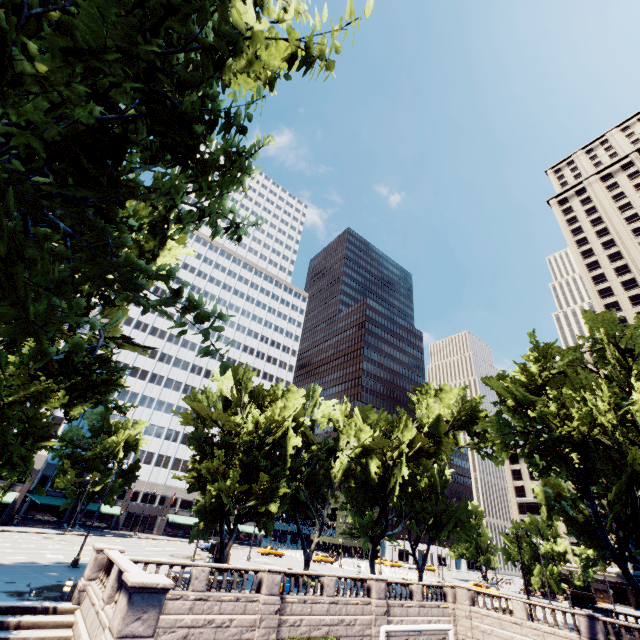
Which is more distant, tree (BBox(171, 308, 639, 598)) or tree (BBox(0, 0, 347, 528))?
tree (BBox(171, 308, 639, 598))

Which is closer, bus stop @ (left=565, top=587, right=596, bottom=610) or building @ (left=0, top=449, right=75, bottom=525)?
building @ (left=0, top=449, right=75, bottom=525)

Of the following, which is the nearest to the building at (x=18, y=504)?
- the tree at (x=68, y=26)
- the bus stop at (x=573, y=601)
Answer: the tree at (x=68, y=26)

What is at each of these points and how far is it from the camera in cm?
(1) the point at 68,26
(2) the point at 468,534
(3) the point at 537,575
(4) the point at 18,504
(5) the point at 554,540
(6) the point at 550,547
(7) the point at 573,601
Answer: (1) tree, 296
(2) tree, 4128
(3) tree, 5528
(4) building, 4425
(5) tree, 5931
(6) tree, 5812
(7) bus stop, 4781

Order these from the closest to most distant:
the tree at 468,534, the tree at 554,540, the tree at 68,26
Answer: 1. the tree at 68,26
2. the tree at 468,534
3. the tree at 554,540

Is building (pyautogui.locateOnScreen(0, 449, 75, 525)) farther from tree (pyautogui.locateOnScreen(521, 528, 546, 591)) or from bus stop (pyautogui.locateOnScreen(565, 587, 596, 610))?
bus stop (pyautogui.locateOnScreen(565, 587, 596, 610))
